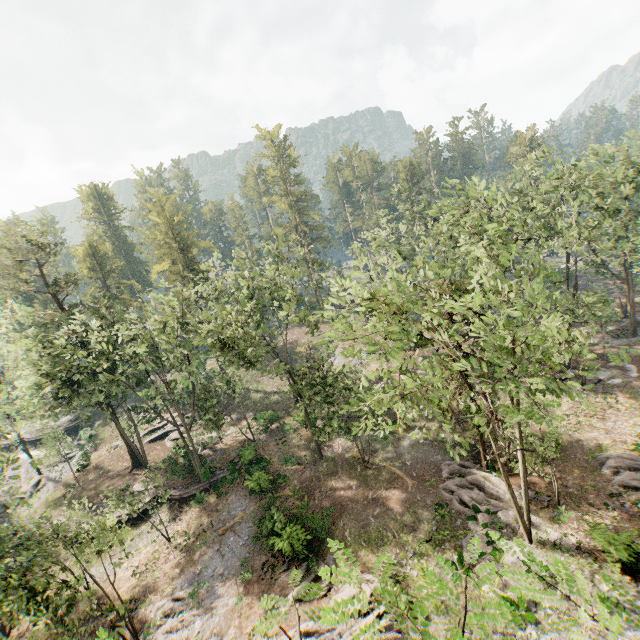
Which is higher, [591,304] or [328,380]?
[328,380]

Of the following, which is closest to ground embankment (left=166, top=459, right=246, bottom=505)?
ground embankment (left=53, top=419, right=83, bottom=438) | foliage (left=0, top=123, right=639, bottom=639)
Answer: foliage (left=0, top=123, right=639, bottom=639)

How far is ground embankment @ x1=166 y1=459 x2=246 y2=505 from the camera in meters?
29.6

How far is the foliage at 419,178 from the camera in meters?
58.3

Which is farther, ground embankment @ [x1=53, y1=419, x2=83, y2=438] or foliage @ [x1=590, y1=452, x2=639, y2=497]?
ground embankment @ [x1=53, y1=419, x2=83, y2=438]

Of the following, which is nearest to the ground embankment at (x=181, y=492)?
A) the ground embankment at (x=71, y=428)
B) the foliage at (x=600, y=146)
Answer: the foliage at (x=600, y=146)

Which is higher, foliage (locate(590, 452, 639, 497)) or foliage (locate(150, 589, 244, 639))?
foliage (locate(590, 452, 639, 497))
